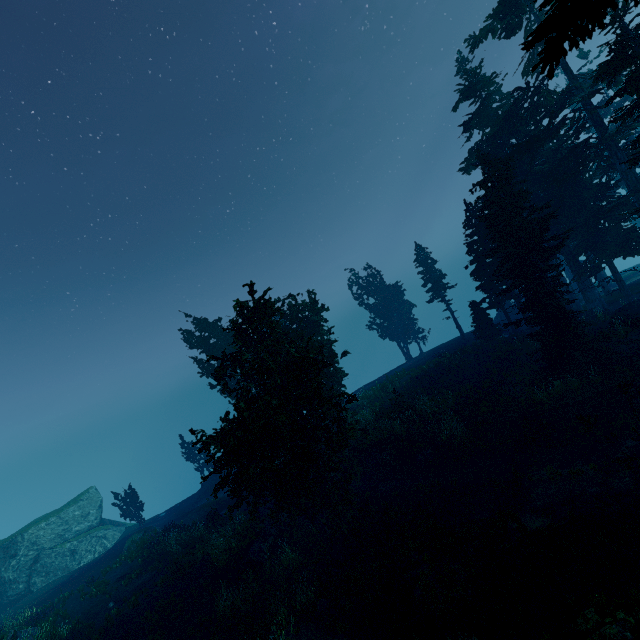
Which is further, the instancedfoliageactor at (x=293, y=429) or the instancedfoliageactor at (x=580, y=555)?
the instancedfoliageactor at (x=293, y=429)

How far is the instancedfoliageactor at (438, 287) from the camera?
37.06m

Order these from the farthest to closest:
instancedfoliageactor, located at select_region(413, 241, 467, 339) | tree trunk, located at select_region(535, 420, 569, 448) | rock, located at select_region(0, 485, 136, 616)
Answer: instancedfoliageactor, located at select_region(413, 241, 467, 339), rock, located at select_region(0, 485, 136, 616), tree trunk, located at select_region(535, 420, 569, 448)

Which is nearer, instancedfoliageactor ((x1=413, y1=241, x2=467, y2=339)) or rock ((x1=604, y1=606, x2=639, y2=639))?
rock ((x1=604, y1=606, x2=639, y2=639))

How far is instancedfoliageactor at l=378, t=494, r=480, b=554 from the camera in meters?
13.0

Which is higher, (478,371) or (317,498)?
(317,498)
